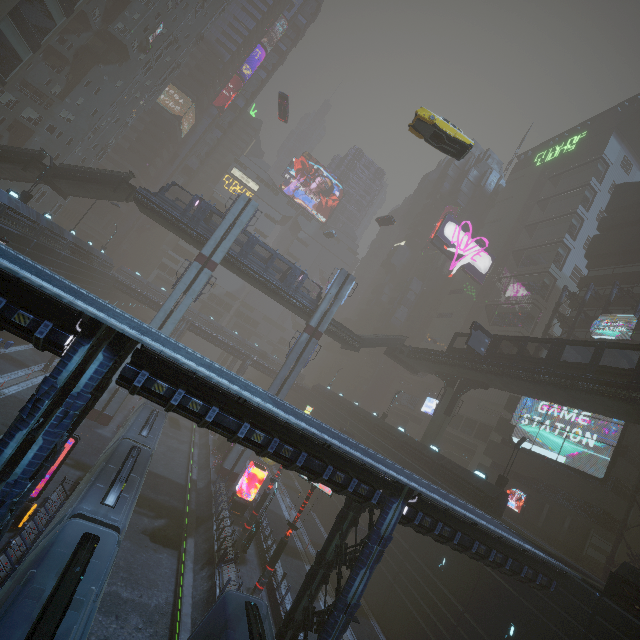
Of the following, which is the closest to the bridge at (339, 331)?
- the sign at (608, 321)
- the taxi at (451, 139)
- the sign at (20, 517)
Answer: the taxi at (451, 139)

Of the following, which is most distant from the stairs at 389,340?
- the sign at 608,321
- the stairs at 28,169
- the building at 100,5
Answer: the stairs at 28,169

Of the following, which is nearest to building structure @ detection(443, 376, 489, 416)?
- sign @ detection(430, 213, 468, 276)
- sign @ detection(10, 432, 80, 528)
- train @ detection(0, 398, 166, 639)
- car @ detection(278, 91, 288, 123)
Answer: sign @ detection(430, 213, 468, 276)

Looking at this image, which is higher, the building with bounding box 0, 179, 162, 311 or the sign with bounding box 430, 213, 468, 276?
the sign with bounding box 430, 213, 468, 276

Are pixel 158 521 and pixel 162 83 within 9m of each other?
no

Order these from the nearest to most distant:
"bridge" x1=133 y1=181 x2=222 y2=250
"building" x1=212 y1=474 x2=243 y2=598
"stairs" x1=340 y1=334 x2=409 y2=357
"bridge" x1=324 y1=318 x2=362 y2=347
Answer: "building" x1=212 y1=474 x2=243 y2=598, "bridge" x1=133 y1=181 x2=222 y2=250, "bridge" x1=324 y1=318 x2=362 y2=347, "stairs" x1=340 y1=334 x2=409 y2=357

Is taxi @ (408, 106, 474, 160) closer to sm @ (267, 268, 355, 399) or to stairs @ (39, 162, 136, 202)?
sm @ (267, 268, 355, 399)

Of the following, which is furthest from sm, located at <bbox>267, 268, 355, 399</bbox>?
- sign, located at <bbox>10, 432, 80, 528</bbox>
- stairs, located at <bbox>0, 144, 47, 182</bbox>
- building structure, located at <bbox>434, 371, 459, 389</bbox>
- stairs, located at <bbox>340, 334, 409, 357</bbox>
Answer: sign, located at <bbox>10, 432, 80, 528</bbox>
